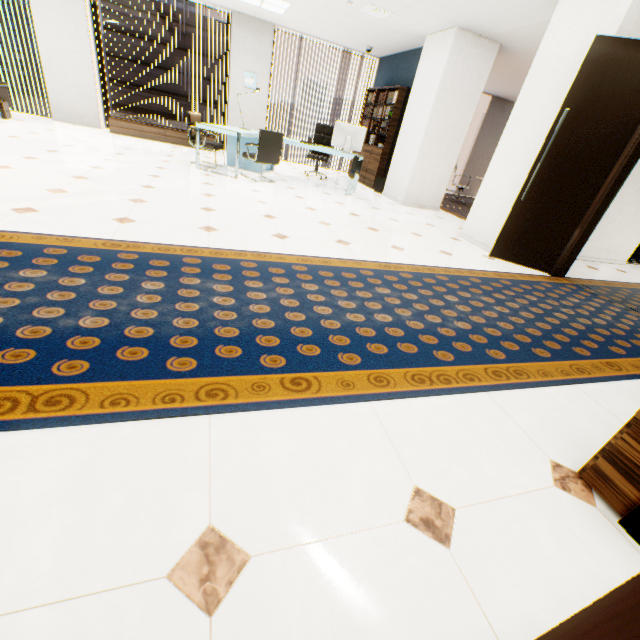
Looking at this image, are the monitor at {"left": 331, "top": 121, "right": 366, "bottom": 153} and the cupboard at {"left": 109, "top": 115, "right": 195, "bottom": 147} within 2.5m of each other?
no

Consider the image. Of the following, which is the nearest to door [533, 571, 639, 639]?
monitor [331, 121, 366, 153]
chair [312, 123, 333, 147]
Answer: monitor [331, 121, 366, 153]

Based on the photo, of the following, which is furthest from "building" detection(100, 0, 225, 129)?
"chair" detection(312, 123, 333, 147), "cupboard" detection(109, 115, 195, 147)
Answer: "chair" detection(312, 123, 333, 147)

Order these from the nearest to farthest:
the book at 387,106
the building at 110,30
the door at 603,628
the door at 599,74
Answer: the door at 603,628 < the door at 599,74 < the book at 387,106 < the building at 110,30

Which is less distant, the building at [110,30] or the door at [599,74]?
the door at [599,74]

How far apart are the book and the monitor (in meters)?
1.49

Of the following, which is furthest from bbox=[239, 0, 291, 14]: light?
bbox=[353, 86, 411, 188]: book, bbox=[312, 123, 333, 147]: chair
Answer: bbox=[353, 86, 411, 188]: book

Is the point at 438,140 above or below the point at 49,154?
above
